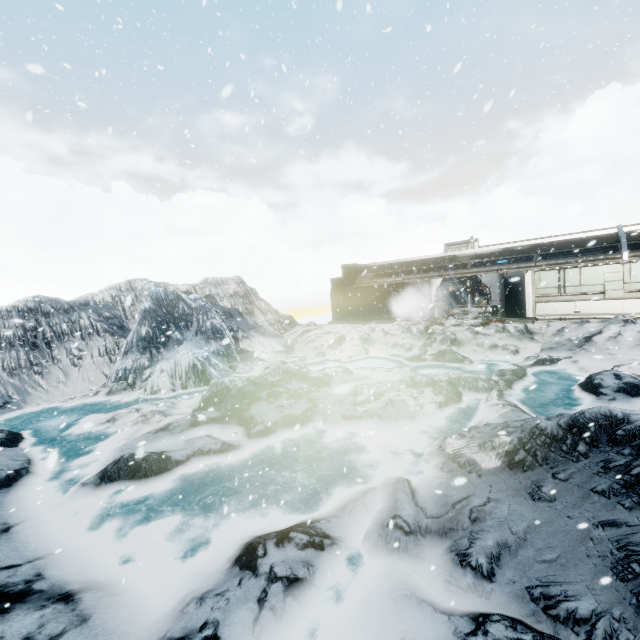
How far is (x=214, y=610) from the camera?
4.1m
